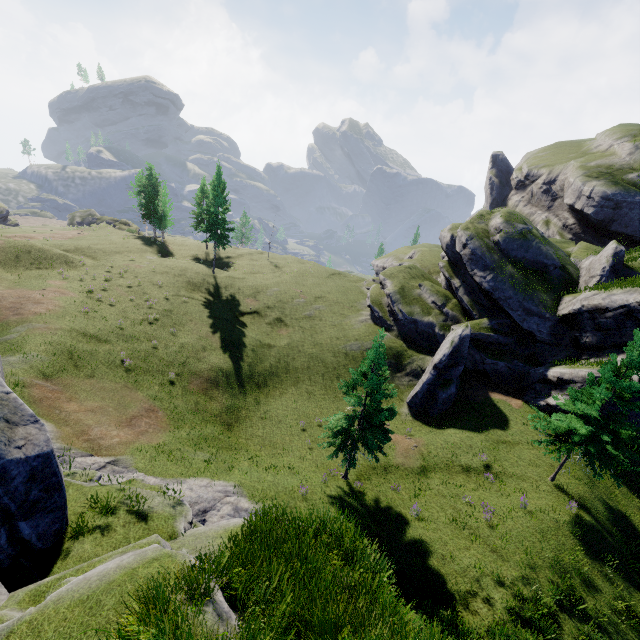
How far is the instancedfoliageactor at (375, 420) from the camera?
17.30m

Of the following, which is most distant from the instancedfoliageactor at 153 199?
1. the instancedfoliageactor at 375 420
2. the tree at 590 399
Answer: the tree at 590 399

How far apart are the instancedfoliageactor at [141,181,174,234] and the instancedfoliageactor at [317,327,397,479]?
53.8m

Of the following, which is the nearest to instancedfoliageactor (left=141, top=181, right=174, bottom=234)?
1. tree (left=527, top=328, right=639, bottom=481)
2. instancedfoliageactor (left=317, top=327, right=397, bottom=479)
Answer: instancedfoliageactor (left=317, top=327, right=397, bottom=479)

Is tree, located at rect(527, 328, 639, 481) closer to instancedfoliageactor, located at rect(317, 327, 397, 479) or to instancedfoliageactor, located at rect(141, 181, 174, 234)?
instancedfoliageactor, located at rect(317, 327, 397, 479)

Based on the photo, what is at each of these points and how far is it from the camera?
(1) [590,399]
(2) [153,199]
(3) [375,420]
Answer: (1) tree, 18.9m
(2) instancedfoliageactor, 58.3m
(3) instancedfoliageactor, 17.6m
